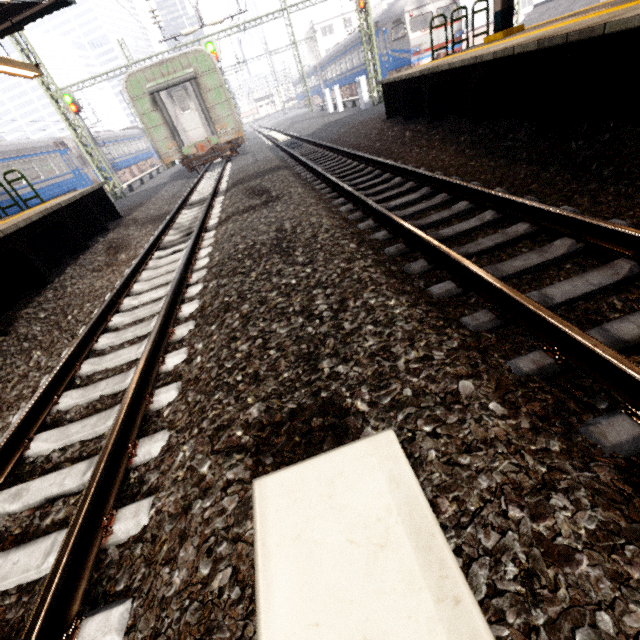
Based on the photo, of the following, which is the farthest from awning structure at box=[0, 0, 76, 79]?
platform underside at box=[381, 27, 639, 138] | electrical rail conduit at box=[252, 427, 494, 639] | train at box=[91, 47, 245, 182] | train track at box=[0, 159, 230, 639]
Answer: platform underside at box=[381, 27, 639, 138]

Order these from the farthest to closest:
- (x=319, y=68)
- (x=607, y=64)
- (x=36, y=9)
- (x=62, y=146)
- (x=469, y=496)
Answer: (x=319, y=68) < (x=62, y=146) < (x=36, y=9) < (x=607, y=64) < (x=469, y=496)

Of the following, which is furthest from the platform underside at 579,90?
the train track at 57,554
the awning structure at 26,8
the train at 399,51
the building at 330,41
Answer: the building at 330,41

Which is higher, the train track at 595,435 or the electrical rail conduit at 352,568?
the electrical rail conduit at 352,568

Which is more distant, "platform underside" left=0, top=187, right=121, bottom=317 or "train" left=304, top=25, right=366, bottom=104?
"train" left=304, top=25, right=366, bottom=104

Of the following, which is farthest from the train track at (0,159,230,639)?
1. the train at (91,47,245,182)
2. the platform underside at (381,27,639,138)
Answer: the platform underside at (381,27,639,138)

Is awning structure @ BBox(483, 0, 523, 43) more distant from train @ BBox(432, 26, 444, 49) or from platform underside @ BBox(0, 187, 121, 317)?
train @ BBox(432, 26, 444, 49)

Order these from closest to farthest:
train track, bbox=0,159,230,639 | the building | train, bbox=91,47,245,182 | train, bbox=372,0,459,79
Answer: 1. train track, bbox=0,159,230,639
2. train, bbox=91,47,245,182
3. train, bbox=372,0,459,79
4. the building
